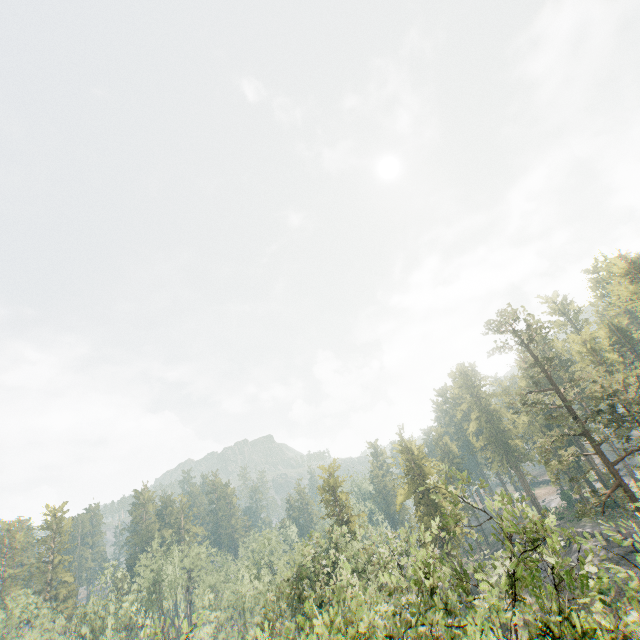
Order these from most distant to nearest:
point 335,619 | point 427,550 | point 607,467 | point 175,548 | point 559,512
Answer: point 175,548 < point 559,512 < point 607,467 < point 427,550 < point 335,619

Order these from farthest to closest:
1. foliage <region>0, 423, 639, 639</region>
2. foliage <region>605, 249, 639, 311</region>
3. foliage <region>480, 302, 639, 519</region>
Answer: foliage <region>605, 249, 639, 311</region> → foliage <region>480, 302, 639, 519</region> → foliage <region>0, 423, 639, 639</region>

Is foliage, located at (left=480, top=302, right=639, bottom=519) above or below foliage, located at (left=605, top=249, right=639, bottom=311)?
below

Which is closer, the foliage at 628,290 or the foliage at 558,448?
the foliage at 558,448

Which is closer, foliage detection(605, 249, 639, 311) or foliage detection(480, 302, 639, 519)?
foliage detection(480, 302, 639, 519)
